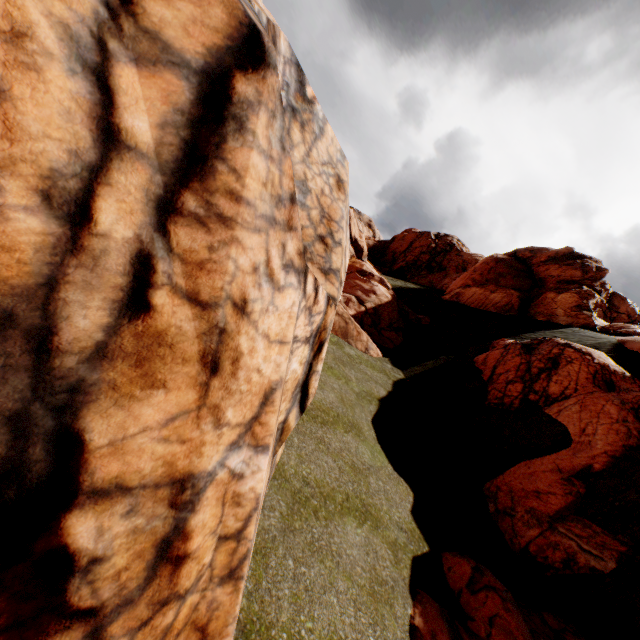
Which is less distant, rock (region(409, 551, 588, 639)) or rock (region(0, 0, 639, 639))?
rock (region(0, 0, 639, 639))

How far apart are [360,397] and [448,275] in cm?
3866

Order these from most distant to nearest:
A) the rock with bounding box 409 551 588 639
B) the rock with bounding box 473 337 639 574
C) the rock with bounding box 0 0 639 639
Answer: the rock with bounding box 473 337 639 574
the rock with bounding box 409 551 588 639
the rock with bounding box 0 0 639 639

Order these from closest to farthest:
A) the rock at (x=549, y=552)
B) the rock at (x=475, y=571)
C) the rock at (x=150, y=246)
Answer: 1. the rock at (x=150, y=246)
2. the rock at (x=475, y=571)
3. the rock at (x=549, y=552)

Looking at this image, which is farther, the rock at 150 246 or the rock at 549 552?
the rock at 549 552

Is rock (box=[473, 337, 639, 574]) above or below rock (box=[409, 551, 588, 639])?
above
